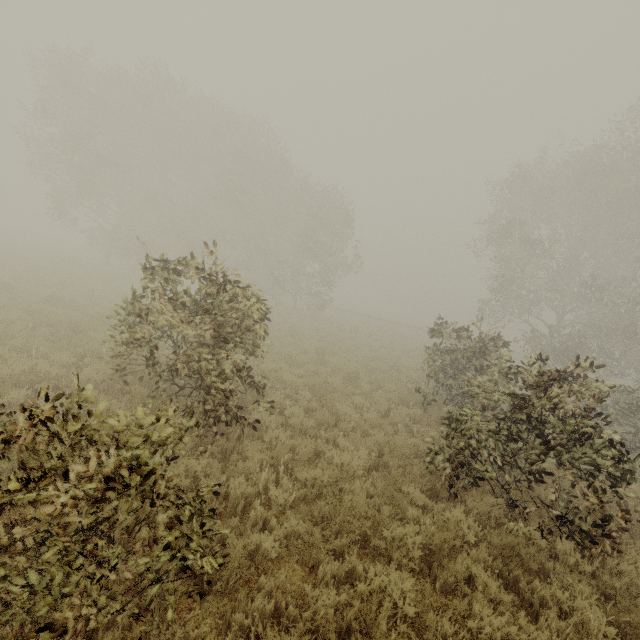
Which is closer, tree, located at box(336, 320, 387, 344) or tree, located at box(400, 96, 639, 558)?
tree, located at box(400, 96, 639, 558)

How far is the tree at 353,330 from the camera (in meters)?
22.92

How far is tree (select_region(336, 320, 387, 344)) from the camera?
22.9m

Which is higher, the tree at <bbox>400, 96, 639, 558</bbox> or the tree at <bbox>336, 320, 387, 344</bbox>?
the tree at <bbox>400, 96, 639, 558</bbox>

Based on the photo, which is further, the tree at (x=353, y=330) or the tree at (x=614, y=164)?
the tree at (x=353, y=330)

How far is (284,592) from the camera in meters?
3.9 m
